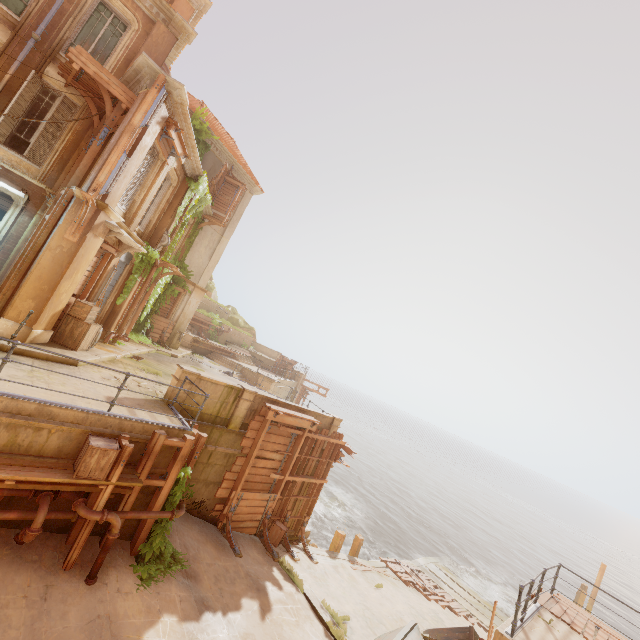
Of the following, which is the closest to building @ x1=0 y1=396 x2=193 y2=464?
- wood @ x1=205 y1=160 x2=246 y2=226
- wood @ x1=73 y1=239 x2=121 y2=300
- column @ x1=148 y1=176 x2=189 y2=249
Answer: wood @ x1=73 y1=239 x2=121 y2=300

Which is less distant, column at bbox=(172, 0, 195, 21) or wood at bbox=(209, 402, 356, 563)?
wood at bbox=(209, 402, 356, 563)

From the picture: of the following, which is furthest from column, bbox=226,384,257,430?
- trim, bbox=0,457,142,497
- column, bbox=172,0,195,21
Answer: column, bbox=172,0,195,21

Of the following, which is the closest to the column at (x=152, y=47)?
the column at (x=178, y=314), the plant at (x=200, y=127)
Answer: the plant at (x=200, y=127)

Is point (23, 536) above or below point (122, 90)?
below

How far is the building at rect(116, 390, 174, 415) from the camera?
8.4m

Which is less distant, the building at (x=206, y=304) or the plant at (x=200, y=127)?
the plant at (x=200, y=127)

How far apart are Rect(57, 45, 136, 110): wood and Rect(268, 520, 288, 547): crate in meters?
15.5
